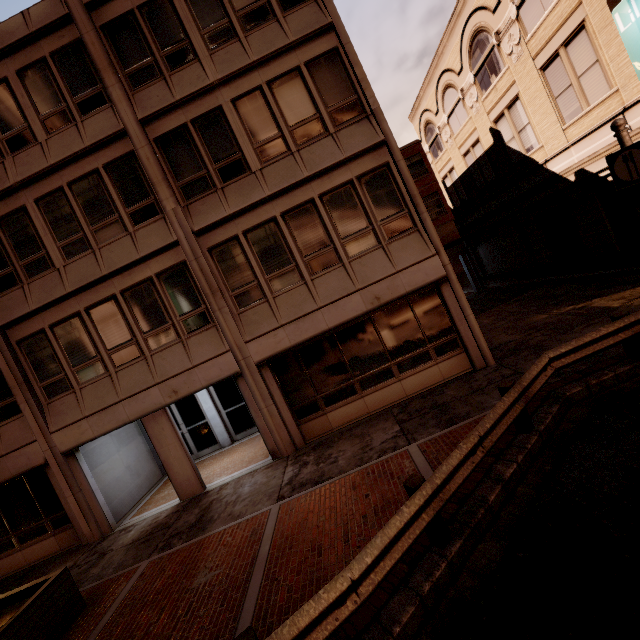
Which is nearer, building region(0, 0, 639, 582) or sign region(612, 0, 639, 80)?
sign region(612, 0, 639, 80)

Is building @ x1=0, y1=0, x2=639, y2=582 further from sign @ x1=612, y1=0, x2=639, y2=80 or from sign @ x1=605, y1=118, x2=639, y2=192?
sign @ x1=605, y1=118, x2=639, y2=192

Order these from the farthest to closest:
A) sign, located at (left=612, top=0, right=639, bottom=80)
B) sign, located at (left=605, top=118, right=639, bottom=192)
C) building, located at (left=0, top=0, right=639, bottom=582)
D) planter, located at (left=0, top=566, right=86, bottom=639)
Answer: building, located at (left=0, top=0, right=639, bottom=582)
sign, located at (left=612, top=0, right=639, bottom=80)
sign, located at (left=605, top=118, right=639, bottom=192)
planter, located at (left=0, top=566, right=86, bottom=639)

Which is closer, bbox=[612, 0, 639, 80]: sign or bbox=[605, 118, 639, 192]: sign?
bbox=[605, 118, 639, 192]: sign

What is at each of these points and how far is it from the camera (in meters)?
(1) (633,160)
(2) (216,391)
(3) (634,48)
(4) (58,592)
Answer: (1) sign, 6.92
(2) building, 14.16
(3) sign, 9.05
(4) planter, 6.70

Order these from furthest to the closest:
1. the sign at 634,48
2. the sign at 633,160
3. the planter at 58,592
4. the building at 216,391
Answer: the building at 216,391, the sign at 634,48, the sign at 633,160, the planter at 58,592

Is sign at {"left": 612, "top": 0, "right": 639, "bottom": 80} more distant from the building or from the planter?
the planter

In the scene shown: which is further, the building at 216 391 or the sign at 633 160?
the building at 216 391
